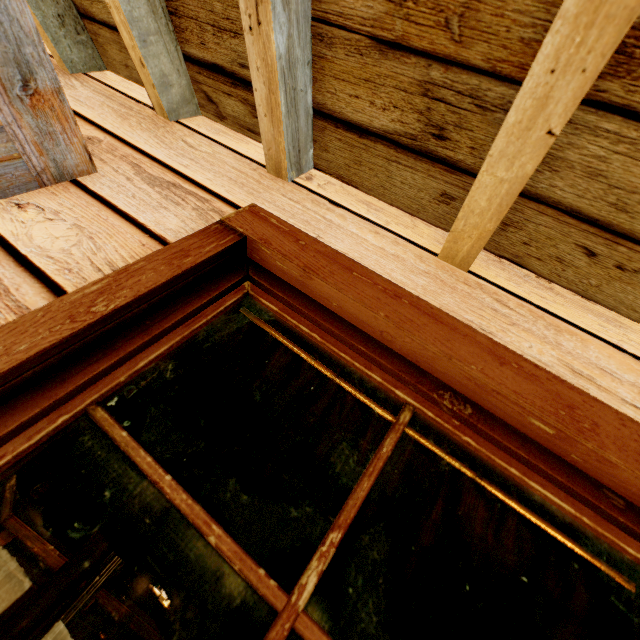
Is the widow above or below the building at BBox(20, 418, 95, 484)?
above

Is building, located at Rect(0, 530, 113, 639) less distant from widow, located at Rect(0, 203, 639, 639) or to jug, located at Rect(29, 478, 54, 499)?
widow, located at Rect(0, 203, 639, 639)

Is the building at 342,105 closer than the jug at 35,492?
Yes

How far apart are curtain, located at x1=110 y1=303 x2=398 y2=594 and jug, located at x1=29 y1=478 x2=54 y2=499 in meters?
6.1 m

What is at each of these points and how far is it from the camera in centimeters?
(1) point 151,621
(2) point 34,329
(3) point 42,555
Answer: (1) bar, 495cm
(2) widow, 62cm
(3) bar, 390cm

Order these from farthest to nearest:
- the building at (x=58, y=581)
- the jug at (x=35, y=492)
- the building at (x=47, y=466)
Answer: the building at (x=47, y=466) < the jug at (x=35, y=492) < the building at (x=58, y=581)

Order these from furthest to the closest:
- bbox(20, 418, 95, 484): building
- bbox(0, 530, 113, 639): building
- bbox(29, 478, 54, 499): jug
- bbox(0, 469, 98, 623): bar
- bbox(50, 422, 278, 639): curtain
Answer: bbox(20, 418, 95, 484): building → bbox(29, 478, 54, 499): jug → bbox(0, 469, 98, 623): bar → bbox(0, 530, 113, 639): building → bbox(50, 422, 278, 639): curtain

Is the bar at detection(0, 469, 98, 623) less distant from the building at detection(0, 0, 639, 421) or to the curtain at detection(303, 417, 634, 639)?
the building at detection(0, 0, 639, 421)
